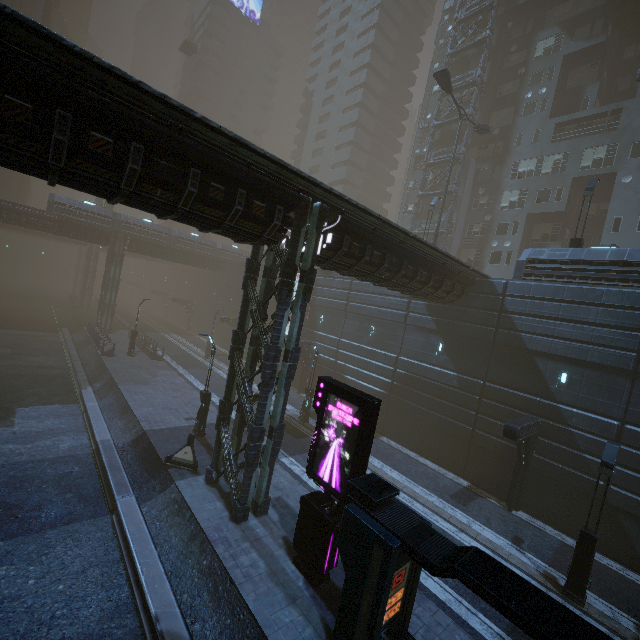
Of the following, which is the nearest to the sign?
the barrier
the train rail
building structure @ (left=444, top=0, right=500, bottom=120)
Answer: the train rail

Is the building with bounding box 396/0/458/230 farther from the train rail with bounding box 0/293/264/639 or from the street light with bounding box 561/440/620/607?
the street light with bounding box 561/440/620/607

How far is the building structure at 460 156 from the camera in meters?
33.6

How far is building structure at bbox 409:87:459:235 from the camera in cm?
3519

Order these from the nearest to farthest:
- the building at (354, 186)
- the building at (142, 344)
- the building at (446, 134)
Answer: the building at (142, 344), the building at (446, 134), the building at (354, 186)

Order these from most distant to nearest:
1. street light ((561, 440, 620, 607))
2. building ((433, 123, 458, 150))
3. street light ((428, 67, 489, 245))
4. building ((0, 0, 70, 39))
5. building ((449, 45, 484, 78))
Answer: building ((0, 0, 70, 39)) < building ((433, 123, 458, 150)) < building ((449, 45, 484, 78)) < street light ((428, 67, 489, 245)) < street light ((561, 440, 620, 607))

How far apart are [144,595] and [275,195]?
12.0 meters

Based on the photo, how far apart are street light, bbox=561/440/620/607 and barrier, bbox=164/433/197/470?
14.7 meters
